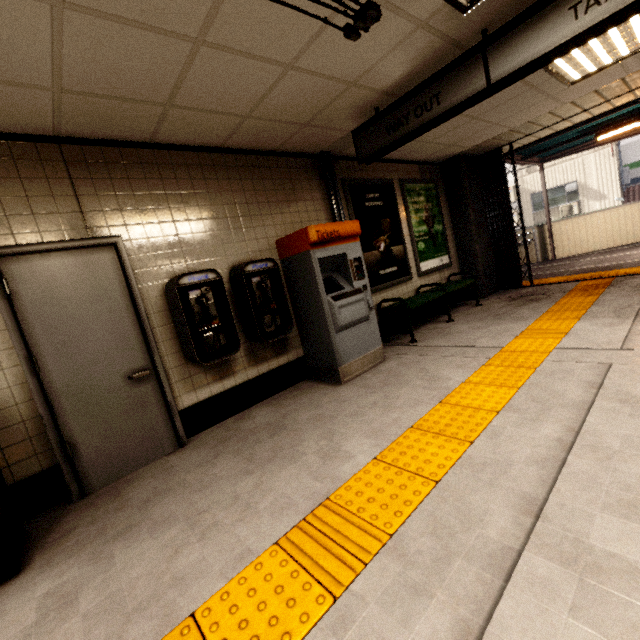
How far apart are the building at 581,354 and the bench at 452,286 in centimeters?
179cm

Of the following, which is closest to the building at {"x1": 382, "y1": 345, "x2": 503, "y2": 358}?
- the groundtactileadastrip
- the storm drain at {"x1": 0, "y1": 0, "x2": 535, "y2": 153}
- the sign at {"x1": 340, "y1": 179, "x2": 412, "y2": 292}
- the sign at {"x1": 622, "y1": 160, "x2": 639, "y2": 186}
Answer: the groundtactileadastrip

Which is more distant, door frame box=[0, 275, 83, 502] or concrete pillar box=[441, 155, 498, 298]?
concrete pillar box=[441, 155, 498, 298]

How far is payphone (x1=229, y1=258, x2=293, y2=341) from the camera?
3.5m

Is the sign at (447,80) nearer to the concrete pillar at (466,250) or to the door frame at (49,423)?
the door frame at (49,423)

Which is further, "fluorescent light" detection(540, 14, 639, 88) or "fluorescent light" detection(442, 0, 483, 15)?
"fluorescent light" detection(540, 14, 639, 88)

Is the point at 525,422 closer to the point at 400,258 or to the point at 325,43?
the point at 325,43

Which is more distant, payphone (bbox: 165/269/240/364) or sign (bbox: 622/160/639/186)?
sign (bbox: 622/160/639/186)
